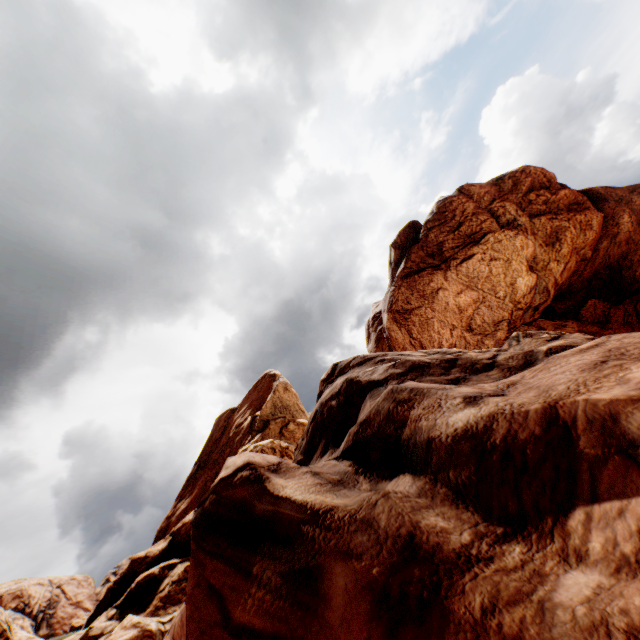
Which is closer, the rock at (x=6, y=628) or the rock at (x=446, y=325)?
the rock at (x=446, y=325)

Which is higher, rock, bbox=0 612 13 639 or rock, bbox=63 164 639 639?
rock, bbox=0 612 13 639

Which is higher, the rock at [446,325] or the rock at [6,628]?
the rock at [6,628]

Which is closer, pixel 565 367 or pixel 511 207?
pixel 565 367

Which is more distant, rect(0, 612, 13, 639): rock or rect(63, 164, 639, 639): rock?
Answer: rect(0, 612, 13, 639): rock
